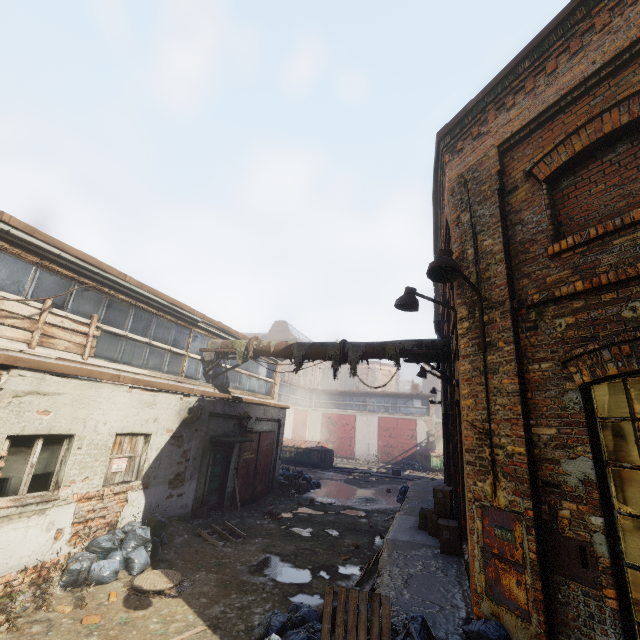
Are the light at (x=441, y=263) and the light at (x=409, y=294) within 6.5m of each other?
yes

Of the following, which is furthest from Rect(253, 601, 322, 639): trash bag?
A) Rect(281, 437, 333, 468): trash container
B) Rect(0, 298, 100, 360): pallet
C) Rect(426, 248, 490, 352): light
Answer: Rect(281, 437, 333, 468): trash container

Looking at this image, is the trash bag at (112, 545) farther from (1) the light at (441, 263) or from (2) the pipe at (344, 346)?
(1) the light at (441, 263)

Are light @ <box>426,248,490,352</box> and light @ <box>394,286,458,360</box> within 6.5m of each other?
yes

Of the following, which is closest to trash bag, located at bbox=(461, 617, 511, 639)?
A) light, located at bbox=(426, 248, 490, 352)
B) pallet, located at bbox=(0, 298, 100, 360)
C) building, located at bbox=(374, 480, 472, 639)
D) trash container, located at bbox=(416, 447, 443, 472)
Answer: building, located at bbox=(374, 480, 472, 639)

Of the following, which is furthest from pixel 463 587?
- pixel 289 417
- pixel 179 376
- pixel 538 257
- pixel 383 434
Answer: pixel 383 434

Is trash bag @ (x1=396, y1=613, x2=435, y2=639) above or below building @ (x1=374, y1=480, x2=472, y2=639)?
above

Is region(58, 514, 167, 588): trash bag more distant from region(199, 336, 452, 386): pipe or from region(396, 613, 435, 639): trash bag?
region(199, 336, 452, 386): pipe
